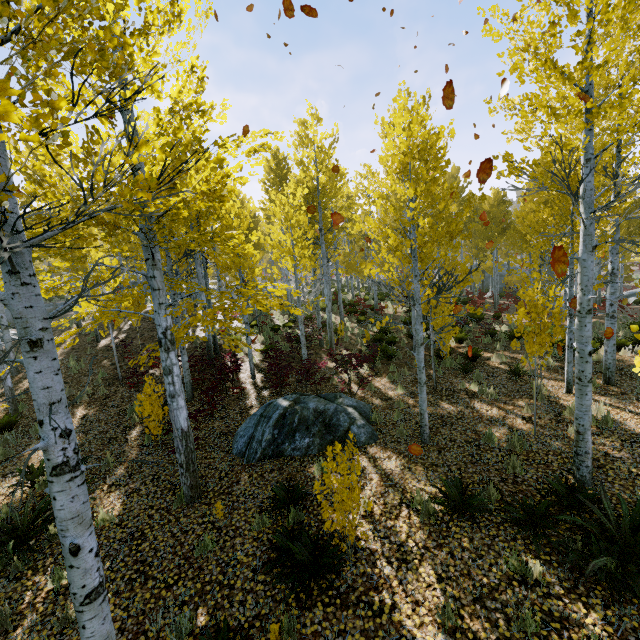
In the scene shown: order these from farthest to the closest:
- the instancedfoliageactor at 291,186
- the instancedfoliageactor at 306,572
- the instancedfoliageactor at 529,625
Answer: the instancedfoliageactor at 306,572 → the instancedfoliageactor at 529,625 → the instancedfoliageactor at 291,186

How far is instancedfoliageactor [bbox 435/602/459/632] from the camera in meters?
3.7 m

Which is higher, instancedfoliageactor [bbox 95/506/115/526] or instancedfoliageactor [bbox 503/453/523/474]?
instancedfoliageactor [bbox 503/453/523/474]

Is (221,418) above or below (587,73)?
below

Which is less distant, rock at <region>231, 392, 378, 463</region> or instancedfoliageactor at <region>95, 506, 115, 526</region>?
instancedfoliageactor at <region>95, 506, 115, 526</region>

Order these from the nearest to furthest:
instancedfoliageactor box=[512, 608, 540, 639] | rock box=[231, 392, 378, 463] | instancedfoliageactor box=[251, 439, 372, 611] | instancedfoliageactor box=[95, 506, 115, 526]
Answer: instancedfoliageactor box=[512, 608, 540, 639], instancedfoliageactor box=[251, 439, 372, 611], instancedfoliageactor box=[95, 506, 115, 526], rock box=[231, 392, 378, 463]

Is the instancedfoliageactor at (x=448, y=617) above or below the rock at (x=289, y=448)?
below

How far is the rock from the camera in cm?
736
